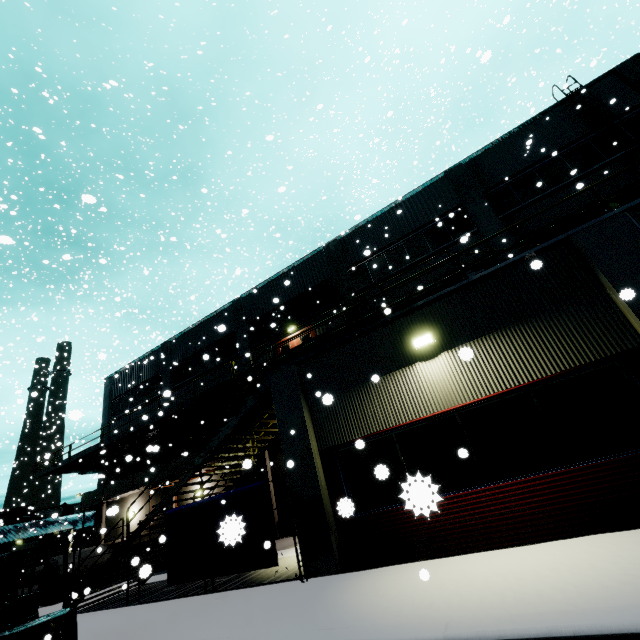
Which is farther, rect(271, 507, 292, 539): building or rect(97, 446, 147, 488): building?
rect(97, 446, 147, 488): building

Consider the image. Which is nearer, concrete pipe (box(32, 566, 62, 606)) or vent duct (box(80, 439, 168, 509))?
concrete pipe (box(32, 566, 62, 606))

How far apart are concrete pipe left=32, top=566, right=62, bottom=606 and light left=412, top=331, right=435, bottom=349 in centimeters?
2071cm

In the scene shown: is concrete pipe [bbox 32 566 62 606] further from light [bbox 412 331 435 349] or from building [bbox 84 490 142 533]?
light [bbox 412 331 435 349]

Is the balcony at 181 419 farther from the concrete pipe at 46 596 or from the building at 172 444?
the concrete pipe at 46 596

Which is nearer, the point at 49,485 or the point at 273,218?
the point at 49,485

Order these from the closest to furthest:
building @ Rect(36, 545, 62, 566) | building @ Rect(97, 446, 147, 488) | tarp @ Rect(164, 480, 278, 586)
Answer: tarp @ Rect(164, 480, 278, 586) → building @ Rect(97, 446, 147, 488) → building @ Rect(36, 545, 62, 566)

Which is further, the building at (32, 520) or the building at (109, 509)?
the building at (32, 520)
